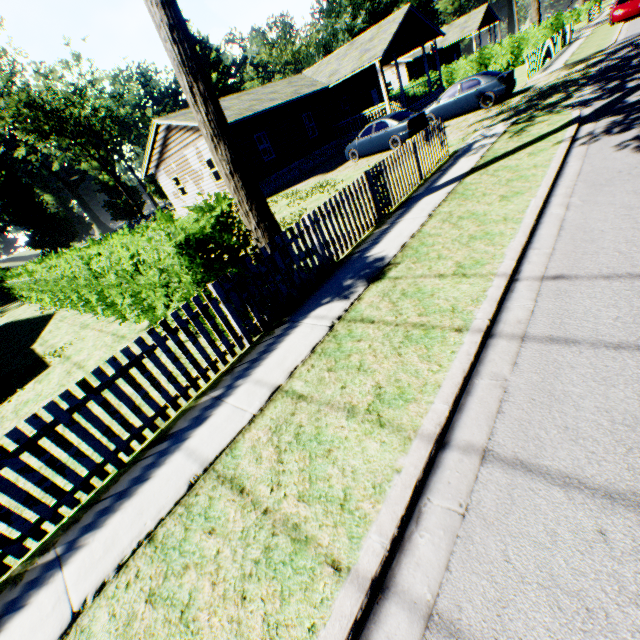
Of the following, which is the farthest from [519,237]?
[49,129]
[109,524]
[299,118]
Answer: [49,129]

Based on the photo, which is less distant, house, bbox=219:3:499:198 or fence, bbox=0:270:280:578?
fence, bbox=0:270:280:578

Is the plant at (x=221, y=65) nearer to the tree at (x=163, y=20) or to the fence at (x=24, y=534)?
the fence at (x=24, y=534)

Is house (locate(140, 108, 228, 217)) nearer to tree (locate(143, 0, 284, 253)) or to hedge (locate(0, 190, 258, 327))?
hedge (locate(0, 190, 258, 327))

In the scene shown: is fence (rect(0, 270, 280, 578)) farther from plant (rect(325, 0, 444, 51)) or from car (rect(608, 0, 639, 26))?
car (rect(608, 0, 639, 26))

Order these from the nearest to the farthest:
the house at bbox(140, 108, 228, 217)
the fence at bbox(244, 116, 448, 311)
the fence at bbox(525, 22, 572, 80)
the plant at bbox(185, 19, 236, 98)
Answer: the fence at bbox(244, 116, 448, 311) < the fence at bbox(525, 22, 572, 80) < the house at bbox(140, 108, 228, 217) < the plant at bbox(185, 19, 236, 98)

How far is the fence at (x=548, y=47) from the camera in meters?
18.5

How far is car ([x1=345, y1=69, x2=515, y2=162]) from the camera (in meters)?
15.66
